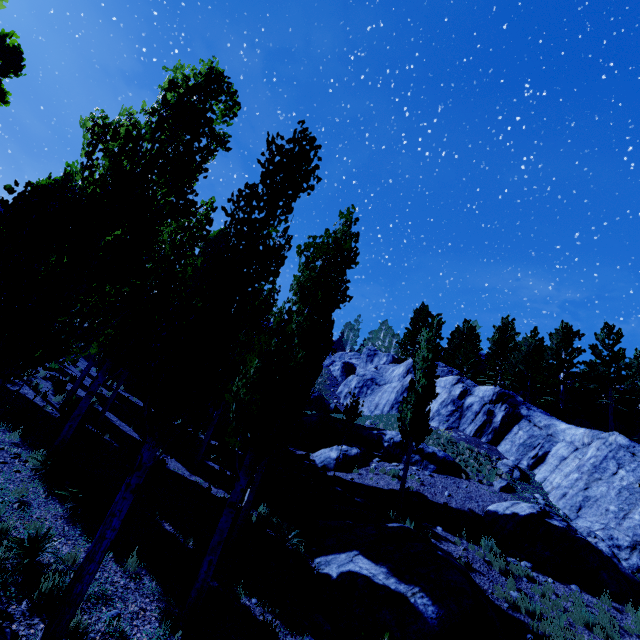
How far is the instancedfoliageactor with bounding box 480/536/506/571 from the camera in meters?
11.8 m

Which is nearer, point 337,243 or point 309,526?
point 337,243

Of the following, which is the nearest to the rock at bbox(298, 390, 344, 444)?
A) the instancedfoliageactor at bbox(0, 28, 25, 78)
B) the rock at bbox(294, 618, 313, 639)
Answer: the instancedfoliageactor at bbox(0, 28, 25, 78)

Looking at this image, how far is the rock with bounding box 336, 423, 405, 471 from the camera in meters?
18.6

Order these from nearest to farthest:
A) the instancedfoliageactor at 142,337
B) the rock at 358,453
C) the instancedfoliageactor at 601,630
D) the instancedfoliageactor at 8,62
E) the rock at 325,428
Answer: the instancedfoliageactor at 142,337, the instancedfoliageactor at 601,630, the instancedfoliageactor at 8,62, the rock at 358,453, the rock at 325,428

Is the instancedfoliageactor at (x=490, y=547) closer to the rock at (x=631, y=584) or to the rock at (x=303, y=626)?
the rock at (x=631, y=584)

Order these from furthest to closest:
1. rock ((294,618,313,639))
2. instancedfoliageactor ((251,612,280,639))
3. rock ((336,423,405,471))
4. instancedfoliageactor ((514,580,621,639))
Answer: rock ((336,423,405,471)), instancedfoliageactor ((514,580,621,639)), rock ((294,618,313,639)), instancedfoliageactor ((251,612,280,639))
